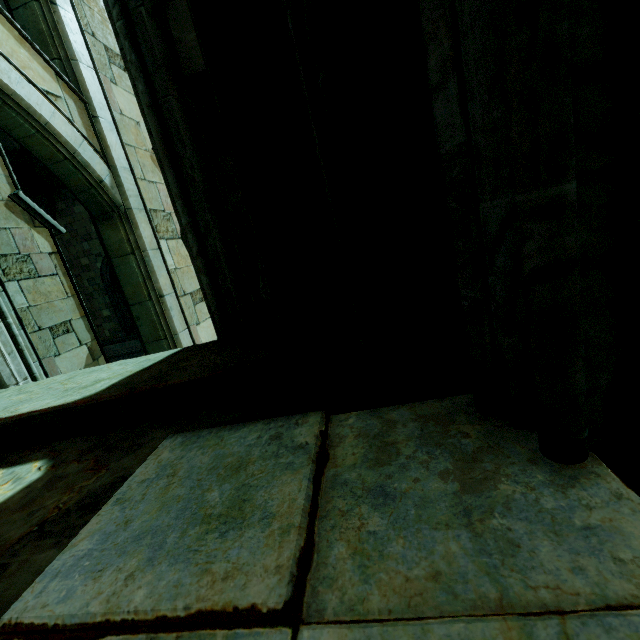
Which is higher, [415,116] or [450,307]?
[415,116]

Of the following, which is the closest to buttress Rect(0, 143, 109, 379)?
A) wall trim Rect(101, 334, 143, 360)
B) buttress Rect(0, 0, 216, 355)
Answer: buttress Rect(0, 0, 216, 355)

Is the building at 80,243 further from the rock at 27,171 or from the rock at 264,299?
the rock at 264,299

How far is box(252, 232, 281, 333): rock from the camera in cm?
222

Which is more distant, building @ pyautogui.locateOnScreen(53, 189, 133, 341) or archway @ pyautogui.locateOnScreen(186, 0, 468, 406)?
building @ pyautogui.locateOnScreen(53, 189, 133, 341)

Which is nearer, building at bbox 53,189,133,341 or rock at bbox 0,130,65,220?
rock at bbox 0,130,65,220

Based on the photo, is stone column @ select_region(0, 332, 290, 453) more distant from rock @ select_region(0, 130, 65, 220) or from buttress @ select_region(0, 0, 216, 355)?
rock @ select_region(0, 130, 65, 220)

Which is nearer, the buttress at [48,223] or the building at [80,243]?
the buttress at [48,223]
